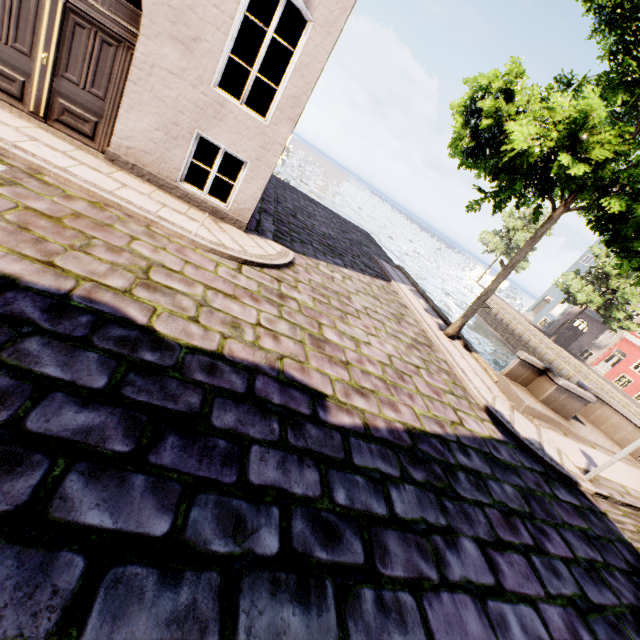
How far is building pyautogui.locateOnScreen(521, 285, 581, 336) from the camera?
35.4 meters

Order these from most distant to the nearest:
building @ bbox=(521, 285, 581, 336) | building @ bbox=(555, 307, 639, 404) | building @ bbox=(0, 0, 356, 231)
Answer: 1. building @ bbox=(521, 285, 581, 336)
2. building @ bbox=(555, 307, 639, 404)
3. building @ bbox=(0, 0, 356, 231)

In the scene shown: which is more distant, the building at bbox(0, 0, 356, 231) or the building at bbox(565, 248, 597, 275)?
the building at bbox(565, 248, 597, 275)

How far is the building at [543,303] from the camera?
35.38m

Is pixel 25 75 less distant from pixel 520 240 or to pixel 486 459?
pixel 486 459

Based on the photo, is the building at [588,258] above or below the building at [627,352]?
above

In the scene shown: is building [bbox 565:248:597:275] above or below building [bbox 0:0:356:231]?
above

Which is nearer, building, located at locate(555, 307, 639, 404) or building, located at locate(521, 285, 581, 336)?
building, located at locate(555, 307, 639, 404)
